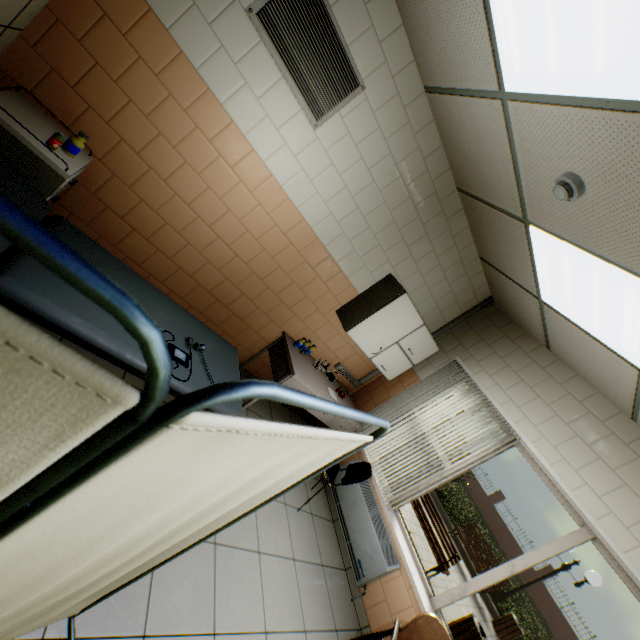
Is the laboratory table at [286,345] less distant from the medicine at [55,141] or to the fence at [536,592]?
the medicine at [55,141]

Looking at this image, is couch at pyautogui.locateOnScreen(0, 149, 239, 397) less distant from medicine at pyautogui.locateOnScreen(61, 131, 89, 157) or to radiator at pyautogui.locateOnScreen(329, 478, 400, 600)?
medicine at pyautogui.locateOnScreen(61, 131, 89, 157)

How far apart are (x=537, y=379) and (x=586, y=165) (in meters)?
2.70

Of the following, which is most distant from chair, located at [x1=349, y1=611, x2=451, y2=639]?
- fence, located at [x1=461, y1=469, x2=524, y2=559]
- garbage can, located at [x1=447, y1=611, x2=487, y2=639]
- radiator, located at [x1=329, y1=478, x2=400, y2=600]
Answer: fence, located at [x1=461, y1=469, x2=524, y2=559]

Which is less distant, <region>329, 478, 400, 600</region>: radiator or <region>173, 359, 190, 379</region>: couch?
<region>173, 359, 190, 379</region>: couch

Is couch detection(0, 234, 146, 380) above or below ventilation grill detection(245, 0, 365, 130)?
below

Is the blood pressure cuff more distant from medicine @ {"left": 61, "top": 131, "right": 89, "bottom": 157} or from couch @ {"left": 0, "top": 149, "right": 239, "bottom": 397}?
medicine @ {"left": 61, "top": 131, "right": 89, "bottom": 157}

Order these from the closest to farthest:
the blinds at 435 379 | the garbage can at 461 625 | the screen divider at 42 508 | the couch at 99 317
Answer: the screen divider at 42 508 → the couch at 99 317 → the blinds at 435 379 → the garbage can at 461 625
